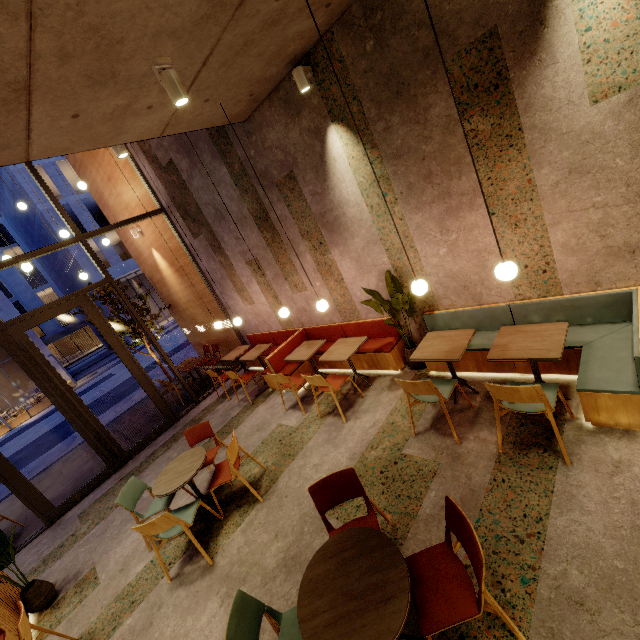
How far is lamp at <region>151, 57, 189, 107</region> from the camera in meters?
2.8

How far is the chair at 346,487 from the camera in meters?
2.7 m

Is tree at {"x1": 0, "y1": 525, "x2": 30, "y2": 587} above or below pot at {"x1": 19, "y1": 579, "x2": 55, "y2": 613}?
above

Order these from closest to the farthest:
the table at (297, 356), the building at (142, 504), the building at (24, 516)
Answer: the building at (142, 504)
the table at (297, 356)
the building at (24, 516)

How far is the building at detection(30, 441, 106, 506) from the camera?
7.15m

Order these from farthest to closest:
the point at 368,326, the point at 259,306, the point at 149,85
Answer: the point at 259,306
the point at 368,326
the point at 149,85

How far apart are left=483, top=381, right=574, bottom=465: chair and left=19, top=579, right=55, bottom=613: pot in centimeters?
593cm

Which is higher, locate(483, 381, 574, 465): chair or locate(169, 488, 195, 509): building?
locate(483, 381, 574, 465): chair
